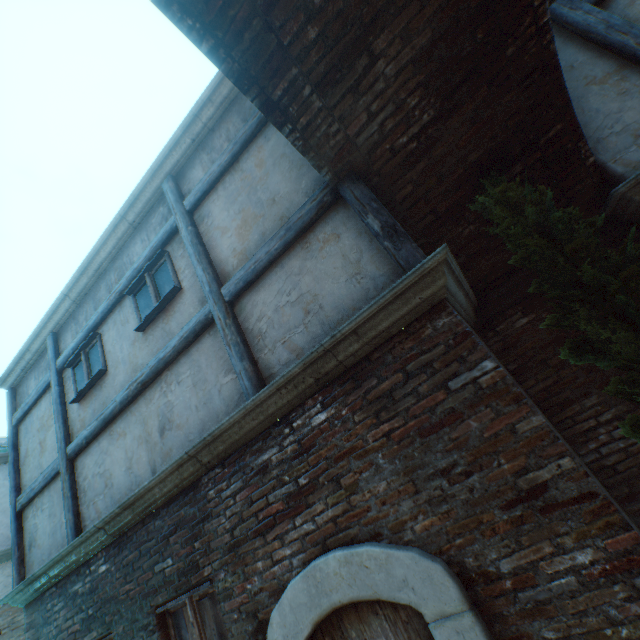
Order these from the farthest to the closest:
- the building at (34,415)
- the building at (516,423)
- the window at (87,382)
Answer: the building at (34,415)
the window at (87,382)
the building at (516,423)

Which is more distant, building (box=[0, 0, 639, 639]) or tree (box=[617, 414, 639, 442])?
tree (box=[617, 414, 639, 442])

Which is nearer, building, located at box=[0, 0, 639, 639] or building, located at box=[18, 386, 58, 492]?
building, located at box=[0, 0, 639, 639]

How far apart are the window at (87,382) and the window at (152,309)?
0.96m

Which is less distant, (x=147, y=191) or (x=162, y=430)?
(x=162, y=430)

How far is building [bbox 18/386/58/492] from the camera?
5.6m

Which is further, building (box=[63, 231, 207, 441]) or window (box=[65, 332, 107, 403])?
window (box=[65, 332, 107, 403])

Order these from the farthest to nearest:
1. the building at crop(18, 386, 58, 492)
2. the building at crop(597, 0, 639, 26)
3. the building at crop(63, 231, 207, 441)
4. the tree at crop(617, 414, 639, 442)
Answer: the building at crop(18, 386, 58, 492), the building at crop(63, 231, 207, 441), the building at crop(597, 0, 639, 26), the tree at crop(617, 414, 639, 442)
